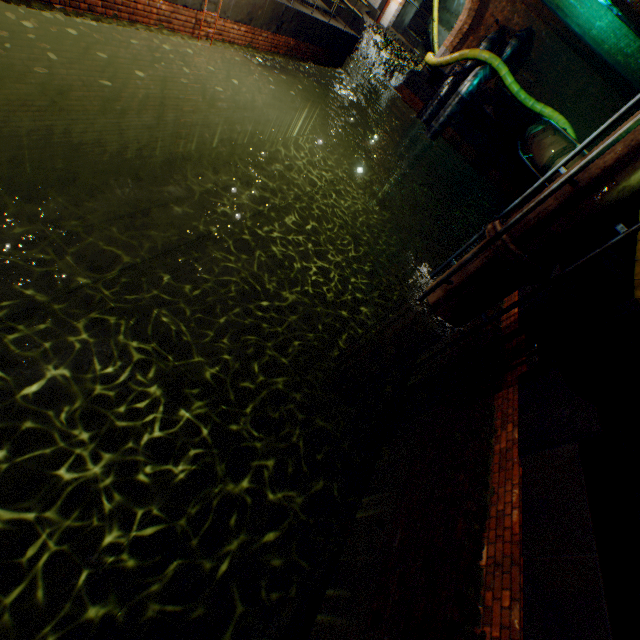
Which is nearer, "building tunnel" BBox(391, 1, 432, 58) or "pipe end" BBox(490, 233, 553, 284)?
"pipe end" BBox(490, 233, 553, 284)

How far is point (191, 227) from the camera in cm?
945

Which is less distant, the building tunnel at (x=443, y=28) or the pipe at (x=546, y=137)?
the pipe at (x=546, y=137)

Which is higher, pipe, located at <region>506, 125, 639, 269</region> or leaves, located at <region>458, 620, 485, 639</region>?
pipe, located at <region>506, 125, 639, 269</region>

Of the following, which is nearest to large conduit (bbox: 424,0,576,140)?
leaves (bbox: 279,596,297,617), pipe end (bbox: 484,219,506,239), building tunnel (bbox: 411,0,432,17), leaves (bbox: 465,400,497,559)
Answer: building tunnel (bbox: 411,0,432,17)

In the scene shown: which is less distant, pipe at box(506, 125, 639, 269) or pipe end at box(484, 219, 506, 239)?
pipe at box(506, 125, 639, 269)

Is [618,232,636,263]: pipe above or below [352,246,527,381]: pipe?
above

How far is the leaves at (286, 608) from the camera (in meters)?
2.38
